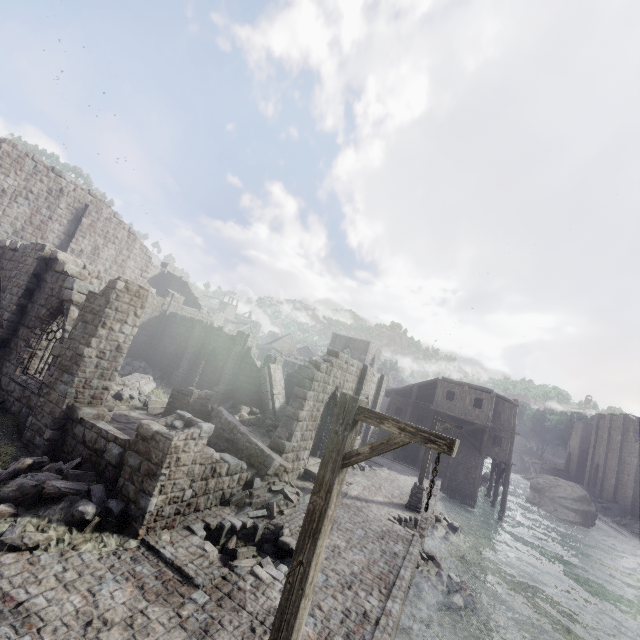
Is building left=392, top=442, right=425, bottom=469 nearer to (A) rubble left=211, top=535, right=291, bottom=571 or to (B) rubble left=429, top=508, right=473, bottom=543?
(A) rubble left=211, top=535, right=291, bottom=571

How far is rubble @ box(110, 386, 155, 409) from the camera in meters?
16.2

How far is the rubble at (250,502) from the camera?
10.6 meters

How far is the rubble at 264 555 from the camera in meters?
8.5

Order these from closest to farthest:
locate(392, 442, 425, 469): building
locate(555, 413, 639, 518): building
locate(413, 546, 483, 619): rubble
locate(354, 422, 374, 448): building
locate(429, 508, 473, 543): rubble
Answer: locate(413, 546, 483, 619): rubble
locate(429, 508, 473, 543): rubble
locate(354, 422, 374, 448): building
locate(392, 442, 425, 469): building
locate(555, 413, 639, 518): building

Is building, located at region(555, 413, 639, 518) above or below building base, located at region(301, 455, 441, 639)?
above

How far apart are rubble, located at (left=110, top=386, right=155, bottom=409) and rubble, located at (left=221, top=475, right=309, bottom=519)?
8.4 meters

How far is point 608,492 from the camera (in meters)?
45.78
